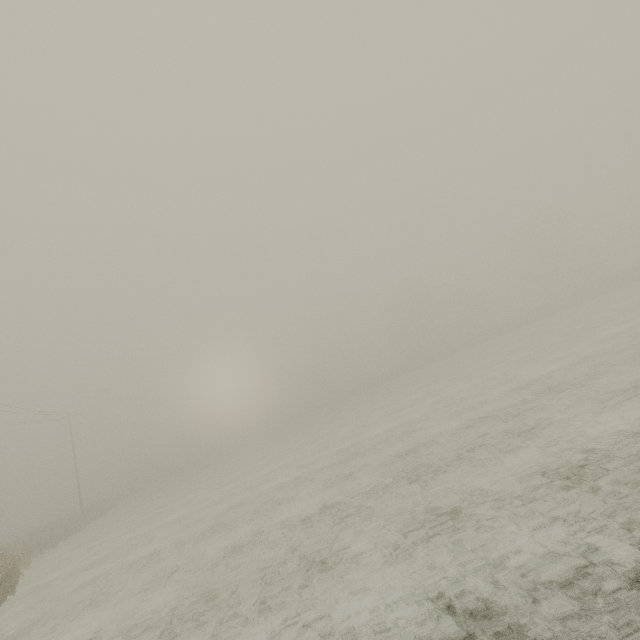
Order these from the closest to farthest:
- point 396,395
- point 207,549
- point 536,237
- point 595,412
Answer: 1. point 595,412
2. point 207,549
3. point 396,395
4. point 536,237
